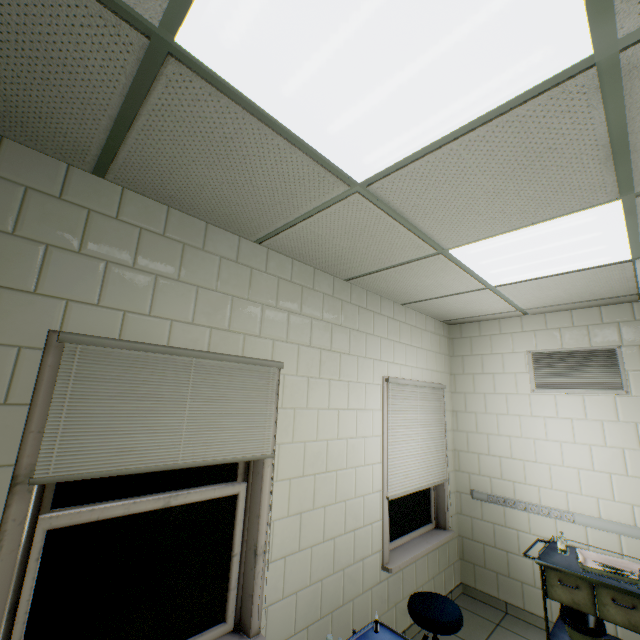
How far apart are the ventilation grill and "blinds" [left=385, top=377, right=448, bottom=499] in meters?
1.0 m

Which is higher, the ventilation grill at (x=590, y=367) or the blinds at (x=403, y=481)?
the ventilation grill at (x=590, y=367)

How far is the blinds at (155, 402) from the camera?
1.5 meters

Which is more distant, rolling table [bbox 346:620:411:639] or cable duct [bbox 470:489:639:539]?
cable duct [bbox 470:489:639:539]

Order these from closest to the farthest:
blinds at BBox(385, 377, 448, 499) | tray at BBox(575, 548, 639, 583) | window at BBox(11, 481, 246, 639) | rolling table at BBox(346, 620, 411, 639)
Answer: A: window at BBox(11, 481, 246, 639) < rolling table at BBox(346, 620, 411, 639) < tray at BBox(575, 548, 639, 583) < blinds at BBox(385, 377, 448, 499)

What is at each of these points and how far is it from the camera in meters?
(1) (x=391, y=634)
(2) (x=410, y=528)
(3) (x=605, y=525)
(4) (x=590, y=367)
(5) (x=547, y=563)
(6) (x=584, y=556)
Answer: (1) rolling table, 2.1 m
(2) window, 3.5 m
(3) cable duct, 3.1 m
(4) ventilation grill, 3.4 m
(5) medical table, 2.8 m
(6) tray, 2.9 m

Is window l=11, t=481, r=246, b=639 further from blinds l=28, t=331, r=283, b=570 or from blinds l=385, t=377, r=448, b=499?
blinds l=385, t=377, r=448, b=499

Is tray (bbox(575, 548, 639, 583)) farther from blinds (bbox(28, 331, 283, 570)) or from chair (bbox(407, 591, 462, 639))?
blinds (bbox(28, 331, 283, 570))
